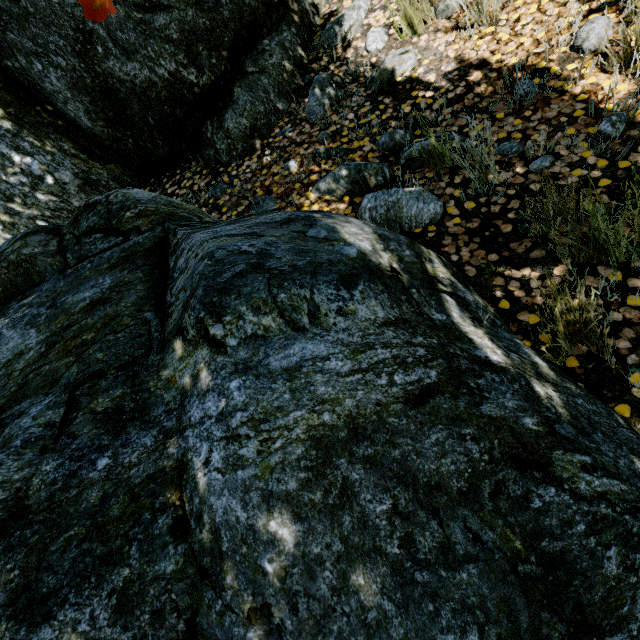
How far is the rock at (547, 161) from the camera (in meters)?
1.92

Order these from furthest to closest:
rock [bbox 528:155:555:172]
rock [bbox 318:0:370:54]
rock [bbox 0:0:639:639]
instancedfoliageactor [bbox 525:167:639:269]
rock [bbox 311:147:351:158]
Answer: rock [bbox 318:0:370:54] → rock [bbox 311:147:351:158] → rock [bbox 528:155:555:172] → instancedfoliageactor [bbox 525:167:639:269] → rock [bbox 0:0:639:639]

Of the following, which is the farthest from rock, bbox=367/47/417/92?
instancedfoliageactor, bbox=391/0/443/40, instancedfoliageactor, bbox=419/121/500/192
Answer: instancedfoliageactor, bbox=419/121/500/192

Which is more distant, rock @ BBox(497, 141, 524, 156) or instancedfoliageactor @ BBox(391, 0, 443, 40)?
instancedfoliageactor @ BBox(391, 0, 443, 40)

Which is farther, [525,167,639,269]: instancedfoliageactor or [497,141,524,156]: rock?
[497,141,524,156]: rock

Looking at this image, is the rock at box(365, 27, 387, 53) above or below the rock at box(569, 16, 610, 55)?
above

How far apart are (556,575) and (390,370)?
0.71m
